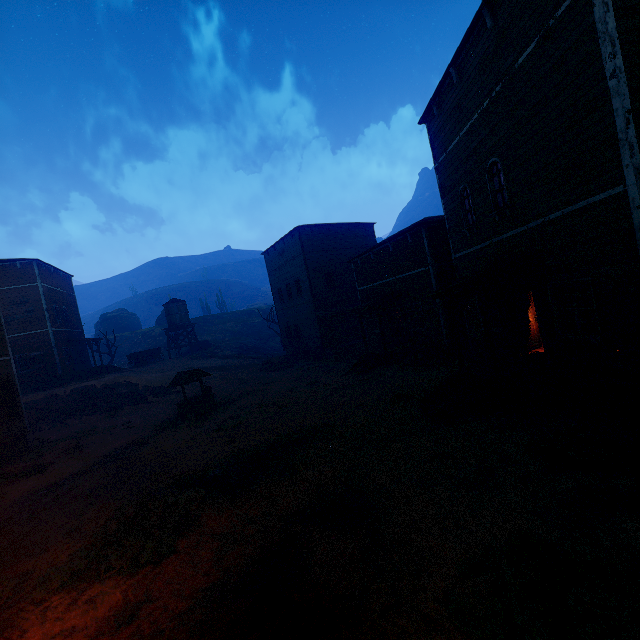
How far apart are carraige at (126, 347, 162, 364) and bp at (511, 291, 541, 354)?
35.2 meters

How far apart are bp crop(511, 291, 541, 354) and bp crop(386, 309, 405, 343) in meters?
9.1

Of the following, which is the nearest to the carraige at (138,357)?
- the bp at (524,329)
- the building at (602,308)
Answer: the building at (602,308)

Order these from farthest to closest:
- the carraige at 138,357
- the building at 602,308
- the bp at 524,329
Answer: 1. the carraige at 138,357
2. the bp at 524,329
3. the building at 602,308

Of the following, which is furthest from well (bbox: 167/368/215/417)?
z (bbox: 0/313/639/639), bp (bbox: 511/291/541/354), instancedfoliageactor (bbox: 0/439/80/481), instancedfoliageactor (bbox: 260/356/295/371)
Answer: bp (bbox: 511/291/541/354)

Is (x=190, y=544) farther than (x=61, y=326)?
No

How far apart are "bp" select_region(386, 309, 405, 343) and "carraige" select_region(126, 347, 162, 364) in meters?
27.6 m

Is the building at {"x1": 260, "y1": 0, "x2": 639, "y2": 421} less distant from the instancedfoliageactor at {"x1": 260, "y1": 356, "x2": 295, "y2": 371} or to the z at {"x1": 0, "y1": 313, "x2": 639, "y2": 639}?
the z at {"x1": 0, "y1": 313, "x2": 639, "y2": 639}
